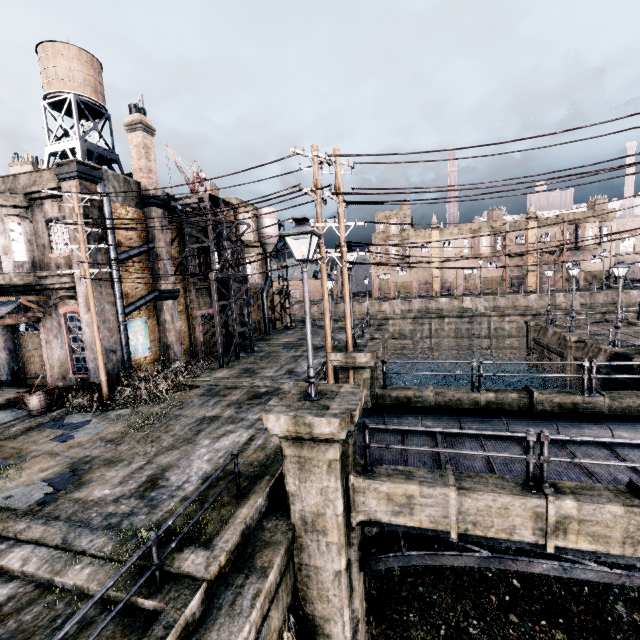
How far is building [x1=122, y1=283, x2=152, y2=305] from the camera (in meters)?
18.62

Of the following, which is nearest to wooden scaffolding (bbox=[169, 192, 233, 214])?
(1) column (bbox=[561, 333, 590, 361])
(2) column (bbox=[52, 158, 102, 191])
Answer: (2) column (bbox=[52, 158, 102, 191])

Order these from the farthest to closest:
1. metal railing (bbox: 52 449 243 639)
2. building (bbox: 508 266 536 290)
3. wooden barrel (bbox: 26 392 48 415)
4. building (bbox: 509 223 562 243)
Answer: building (bbox: 508 266 536 290), building (bbox: 509 223 562 243), wooden barrel (bbox: 26 392 48 415), metal railing (bbox: 52 449 243 639)

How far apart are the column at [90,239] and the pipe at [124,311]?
0.0m

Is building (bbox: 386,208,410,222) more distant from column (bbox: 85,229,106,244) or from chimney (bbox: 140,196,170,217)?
column (bbox: 85,229,106,244)

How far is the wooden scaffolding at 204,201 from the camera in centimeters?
1980cm

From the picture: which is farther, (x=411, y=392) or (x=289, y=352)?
(x=289, y=352)

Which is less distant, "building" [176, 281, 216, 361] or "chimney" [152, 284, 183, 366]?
"chimney" [152, 284, 183, 366]
